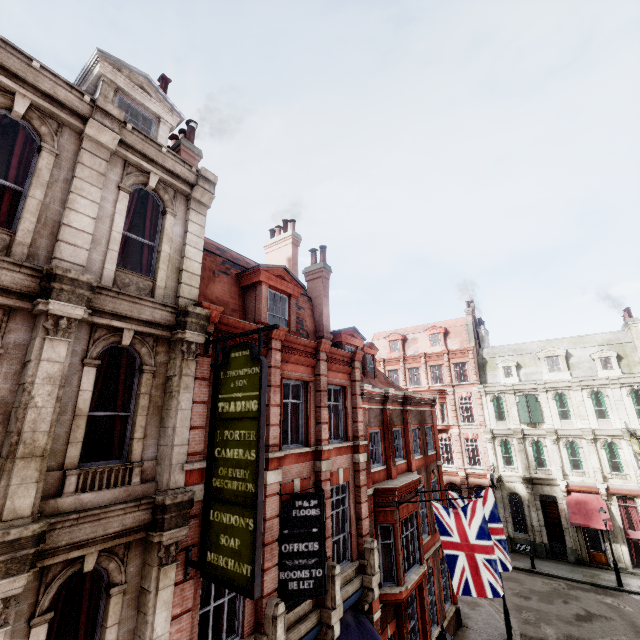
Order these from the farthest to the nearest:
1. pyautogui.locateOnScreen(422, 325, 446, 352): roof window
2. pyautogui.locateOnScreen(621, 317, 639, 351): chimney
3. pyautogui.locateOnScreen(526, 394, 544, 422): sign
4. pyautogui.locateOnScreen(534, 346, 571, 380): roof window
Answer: pyautogui.locateOnScreen(422, 325, 446, 352): roof window, pyautogui.locateOnScreen(534, 346, 571, 380): roof window, pyautogui.locateOnScreen(526, 394, 544, 422): sign, pyautogui.locateOnScreen(621, 317, 639, 351): chimney

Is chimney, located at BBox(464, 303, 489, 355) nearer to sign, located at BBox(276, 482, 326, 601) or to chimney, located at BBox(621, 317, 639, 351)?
chimney, located at BBox(621, 317, 639, 351)

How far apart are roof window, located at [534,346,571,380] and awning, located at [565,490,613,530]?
9.0m

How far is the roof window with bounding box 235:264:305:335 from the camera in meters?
11.3

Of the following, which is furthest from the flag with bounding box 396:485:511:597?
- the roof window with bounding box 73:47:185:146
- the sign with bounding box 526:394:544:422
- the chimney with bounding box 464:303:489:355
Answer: the chimney with bounding box 464:303:489:355

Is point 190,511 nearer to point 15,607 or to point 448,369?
point 15,607

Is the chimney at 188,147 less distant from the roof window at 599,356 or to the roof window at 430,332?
the roof window at 430,332

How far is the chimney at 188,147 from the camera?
10.7 meters
